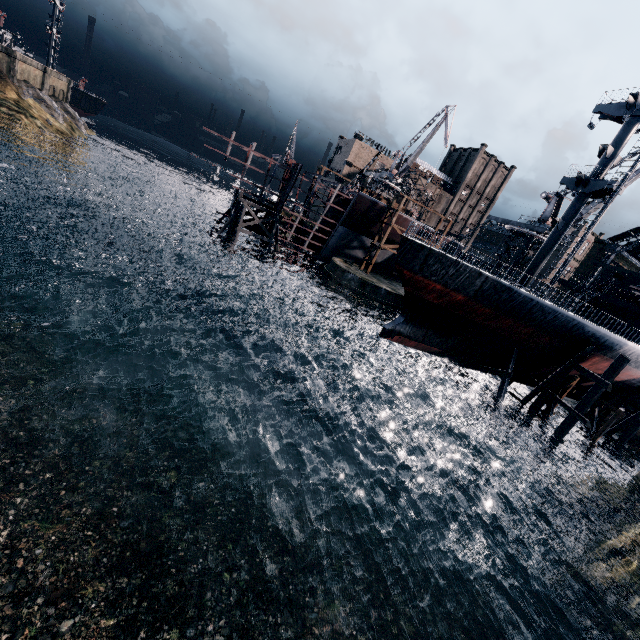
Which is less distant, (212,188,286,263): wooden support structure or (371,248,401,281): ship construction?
(212,188,286,263): wooden support structure

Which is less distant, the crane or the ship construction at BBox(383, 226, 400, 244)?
the crane

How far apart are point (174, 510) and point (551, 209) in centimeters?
5446cm

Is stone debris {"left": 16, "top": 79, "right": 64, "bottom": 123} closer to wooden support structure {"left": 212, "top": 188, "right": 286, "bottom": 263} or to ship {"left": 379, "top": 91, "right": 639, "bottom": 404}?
wooden support structure {"left": 212, "top": 188, "right": 286, "bottom": 263}

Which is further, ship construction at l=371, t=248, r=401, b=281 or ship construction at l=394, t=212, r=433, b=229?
ship construction at l=371, t=248, r=401, b=281

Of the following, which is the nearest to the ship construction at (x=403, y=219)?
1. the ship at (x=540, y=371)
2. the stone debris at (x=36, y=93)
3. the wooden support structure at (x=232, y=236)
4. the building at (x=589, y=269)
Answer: the wooden support structure at (x=232, y=236)

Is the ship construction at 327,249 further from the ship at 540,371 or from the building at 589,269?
the building at 589,269

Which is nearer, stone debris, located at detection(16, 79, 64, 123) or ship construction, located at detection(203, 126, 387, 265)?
ship construction, located at detection(203, 126, 387, 265)
